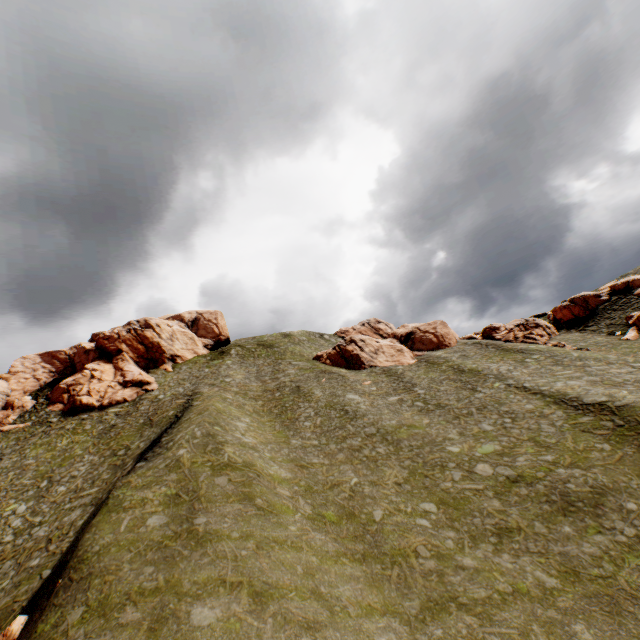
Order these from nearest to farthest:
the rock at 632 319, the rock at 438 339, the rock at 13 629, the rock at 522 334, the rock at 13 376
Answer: the rock at 13 629 → the rock at 632 319 → the rock at 522 334 → the rock at 13 376 → the rock at 438 339

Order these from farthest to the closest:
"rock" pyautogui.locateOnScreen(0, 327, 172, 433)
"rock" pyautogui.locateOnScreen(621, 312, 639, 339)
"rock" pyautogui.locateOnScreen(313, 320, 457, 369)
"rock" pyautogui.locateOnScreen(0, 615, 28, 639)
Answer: "rock" pyautogui.locateOnScreen(313, 320, 457, 369) → "rock" pyautogui.locateOnScreen(0, 327, 172, 433) → "rock" pyautogui.locateOnScreen(621, 312, 639, 339) → "rock" pyautogui.locateOnScreen(0, 615, 28, 639)

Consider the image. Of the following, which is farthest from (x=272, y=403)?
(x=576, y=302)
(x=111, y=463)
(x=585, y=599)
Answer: (x=576, y=302)

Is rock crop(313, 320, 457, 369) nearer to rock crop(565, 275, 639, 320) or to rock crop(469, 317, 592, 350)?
rock crop(469, 317, 592, 350)

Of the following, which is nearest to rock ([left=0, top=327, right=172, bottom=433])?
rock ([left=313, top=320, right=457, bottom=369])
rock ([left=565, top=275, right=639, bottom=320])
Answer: rock ([left=565, top=275, right=639, bottom=320])

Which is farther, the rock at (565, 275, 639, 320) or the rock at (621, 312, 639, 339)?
the rock at (565, 275, 639, 320)

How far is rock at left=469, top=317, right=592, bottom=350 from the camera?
47.8 meters

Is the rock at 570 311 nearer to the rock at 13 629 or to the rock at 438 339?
the rock at 438 339
